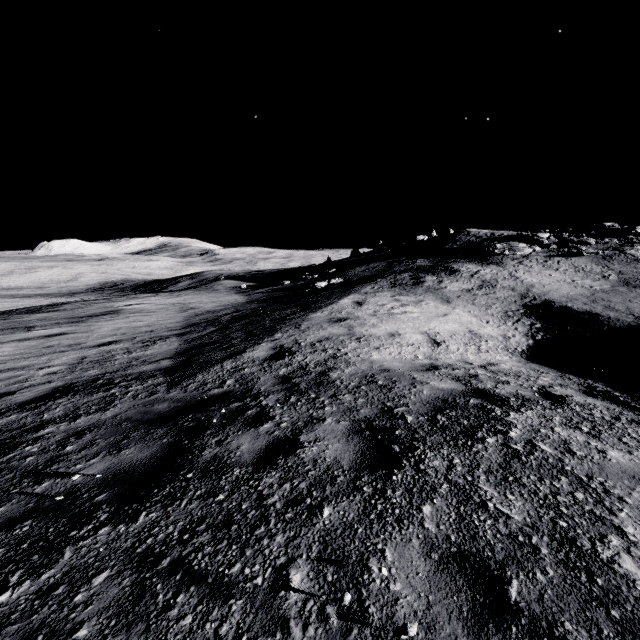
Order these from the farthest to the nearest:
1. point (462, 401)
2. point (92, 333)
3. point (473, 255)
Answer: point (473, 255)
point (92, 333)
point (462, 401)
